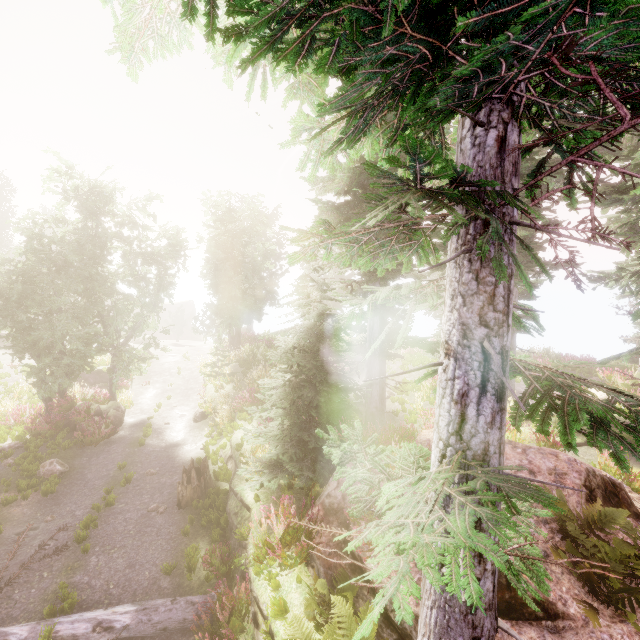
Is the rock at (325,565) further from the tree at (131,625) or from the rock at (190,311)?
the rock at (190,311)

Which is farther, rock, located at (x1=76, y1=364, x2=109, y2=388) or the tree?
rock, located at (x1=76, y1=364, x2=109, y2=388)

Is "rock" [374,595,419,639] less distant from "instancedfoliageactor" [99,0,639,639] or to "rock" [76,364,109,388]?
"instancedfoliageactor" [99,0,639,639]

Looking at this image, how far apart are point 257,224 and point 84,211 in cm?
989

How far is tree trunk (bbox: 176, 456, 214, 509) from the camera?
10.7 meters

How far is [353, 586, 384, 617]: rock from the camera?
5.51m

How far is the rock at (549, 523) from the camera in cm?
554

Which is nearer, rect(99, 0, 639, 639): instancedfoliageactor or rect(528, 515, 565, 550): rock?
rect(99, 0, 639, 639): instancedfoliageactor
